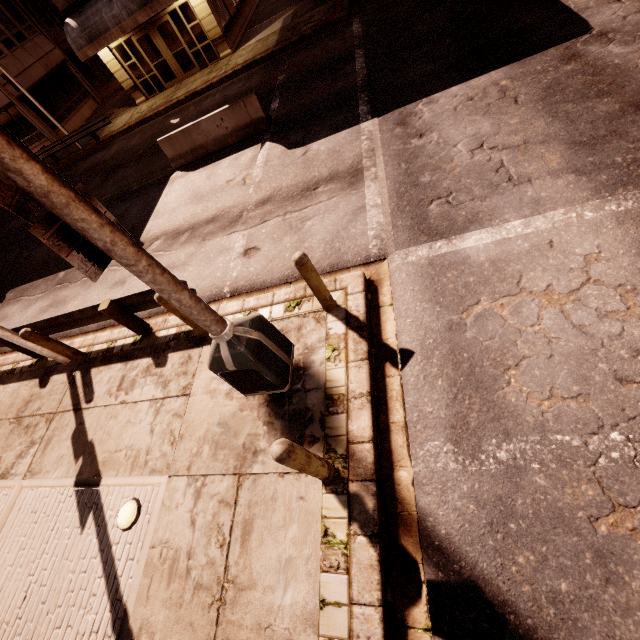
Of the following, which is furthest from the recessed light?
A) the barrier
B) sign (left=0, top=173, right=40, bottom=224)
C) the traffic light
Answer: the barrier

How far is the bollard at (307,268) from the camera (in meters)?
4.35

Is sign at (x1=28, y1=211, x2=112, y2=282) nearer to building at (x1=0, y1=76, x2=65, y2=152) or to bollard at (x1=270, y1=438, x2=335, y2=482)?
bollard at (x1=270, y1=438, x2=335, y2=482)

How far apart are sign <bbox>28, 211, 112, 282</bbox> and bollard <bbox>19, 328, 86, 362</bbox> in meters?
5.1

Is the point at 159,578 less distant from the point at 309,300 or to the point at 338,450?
the point at 338,450

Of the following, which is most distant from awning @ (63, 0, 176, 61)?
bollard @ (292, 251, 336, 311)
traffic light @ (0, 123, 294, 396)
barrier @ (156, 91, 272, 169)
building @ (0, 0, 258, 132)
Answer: bollard @ (292, 251, 336, 311)

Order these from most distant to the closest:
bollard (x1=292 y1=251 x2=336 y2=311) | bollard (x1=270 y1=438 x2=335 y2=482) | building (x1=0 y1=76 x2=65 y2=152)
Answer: building (x1=0 y1=76 x2=65 y2=152), bollard (x1=292 y1=251 x2=336 y2=311), bollard (x1=270 y1=438 x2=335 y2=482)

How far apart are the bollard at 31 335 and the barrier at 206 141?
7.6m
